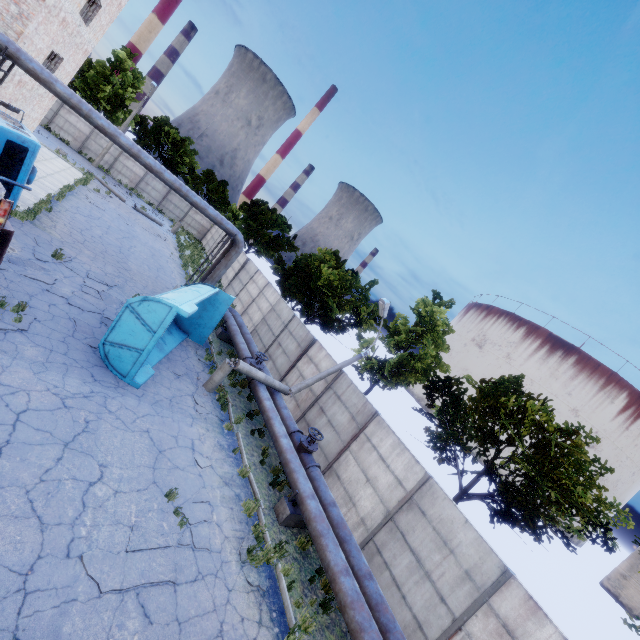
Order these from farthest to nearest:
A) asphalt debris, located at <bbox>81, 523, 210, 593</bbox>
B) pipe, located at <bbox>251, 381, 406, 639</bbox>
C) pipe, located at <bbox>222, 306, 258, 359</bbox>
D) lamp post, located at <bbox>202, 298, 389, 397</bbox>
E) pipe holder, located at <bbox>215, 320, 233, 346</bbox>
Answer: pipe holder, located at <bbox>215, 320, 233, 346</bbox> → pipe, located at <bbox>222, 306, 258, 359</bbox> → lamp post, located at <bbox>202, 298, 389, 397</bbox> → pipe, located at <bbox>251, 381, 406, 639</bbox> → asphalt debris, located at <bbox>81, 523, 210, 593</bbox>

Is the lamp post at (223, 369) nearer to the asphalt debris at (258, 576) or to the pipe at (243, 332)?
the pipe at (243, 332)

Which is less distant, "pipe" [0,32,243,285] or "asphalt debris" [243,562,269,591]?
"asphalt debris" [243,562,269,591]

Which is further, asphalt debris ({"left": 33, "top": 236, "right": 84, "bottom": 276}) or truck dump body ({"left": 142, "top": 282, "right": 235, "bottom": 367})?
asphalt debris ({"left": 33, "top": 236, "right": 84, "bottom": 276})

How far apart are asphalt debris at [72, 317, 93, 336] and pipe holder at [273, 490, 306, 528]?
6.63m

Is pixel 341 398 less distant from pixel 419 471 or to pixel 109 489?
pixel 419 471

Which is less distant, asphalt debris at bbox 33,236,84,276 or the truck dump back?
the truck dump back

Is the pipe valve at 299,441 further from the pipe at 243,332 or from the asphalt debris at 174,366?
the asphalt debris at 174,366
